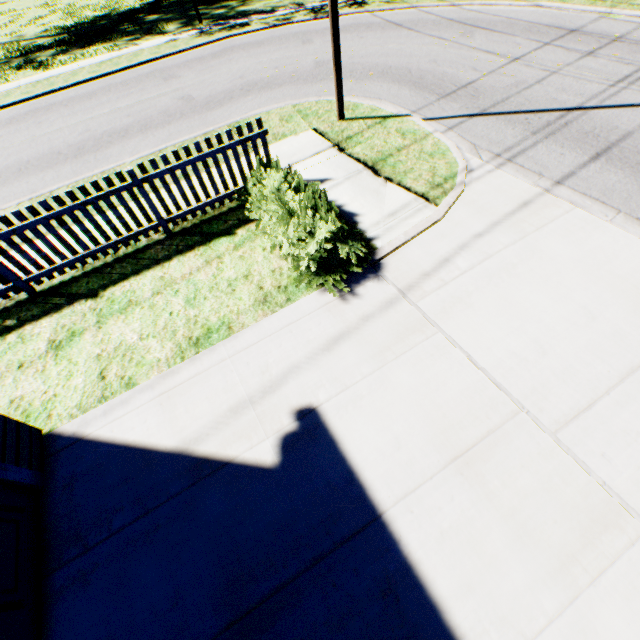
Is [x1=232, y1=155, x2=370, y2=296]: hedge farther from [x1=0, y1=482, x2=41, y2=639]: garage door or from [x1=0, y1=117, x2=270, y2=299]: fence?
[x1=0, y1=482, x2=41, y2=639]: garage door

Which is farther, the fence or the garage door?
the fence

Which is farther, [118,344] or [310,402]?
[118,344]

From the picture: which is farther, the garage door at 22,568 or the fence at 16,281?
the fence at 16,281

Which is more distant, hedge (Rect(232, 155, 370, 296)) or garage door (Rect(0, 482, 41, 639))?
hedge (Rect(232, 155, 370, 296))

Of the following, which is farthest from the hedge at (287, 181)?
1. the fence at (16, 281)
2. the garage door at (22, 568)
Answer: the garage door at (22, 568)

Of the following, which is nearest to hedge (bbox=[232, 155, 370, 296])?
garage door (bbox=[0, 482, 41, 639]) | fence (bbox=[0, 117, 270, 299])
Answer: fence (bbox=[0, 117, 270, 299])
